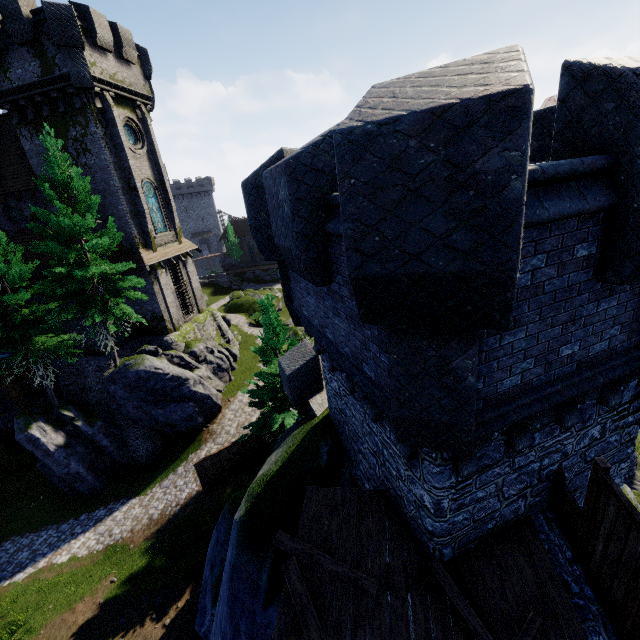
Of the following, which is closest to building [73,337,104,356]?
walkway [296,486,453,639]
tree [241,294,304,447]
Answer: tree [241,294,304,447]

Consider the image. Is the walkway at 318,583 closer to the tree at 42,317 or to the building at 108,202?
the tree at 42,317

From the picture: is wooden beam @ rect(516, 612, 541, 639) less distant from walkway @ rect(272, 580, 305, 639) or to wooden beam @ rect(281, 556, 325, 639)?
walkway @ rect(272, 580, 305, 639)

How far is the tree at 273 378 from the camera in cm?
1756

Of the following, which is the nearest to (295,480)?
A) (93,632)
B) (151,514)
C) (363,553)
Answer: (363,553)

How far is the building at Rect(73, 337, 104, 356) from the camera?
22.78m

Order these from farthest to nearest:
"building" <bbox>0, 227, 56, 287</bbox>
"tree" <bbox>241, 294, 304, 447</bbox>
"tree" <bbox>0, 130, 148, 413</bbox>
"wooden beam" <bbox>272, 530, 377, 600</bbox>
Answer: "building" <bbox>0, 227, 56, 287</bbox>
"tree" <bbox>241, 294, 304, 447</bbox>
"tree" <bbox>0, 130, 148, 413</bbox>
"wooden beam" <bbox>272, 530, 377, 600</bbox>

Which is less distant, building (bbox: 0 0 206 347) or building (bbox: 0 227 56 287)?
building (bbox: 0 0 206 347)
